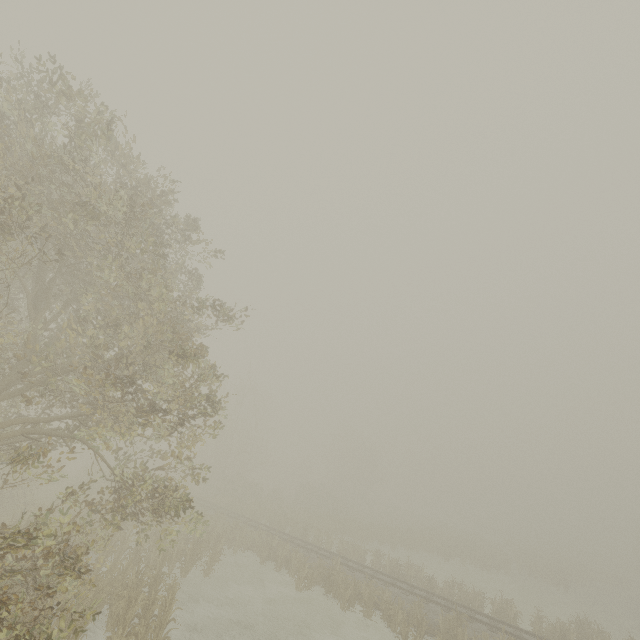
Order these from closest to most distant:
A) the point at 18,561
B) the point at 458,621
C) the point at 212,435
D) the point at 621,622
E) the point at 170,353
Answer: the point at 18,561 < the point at 170,353 < the point at 458,621 < the point at 621,622 < the point at 212,435
